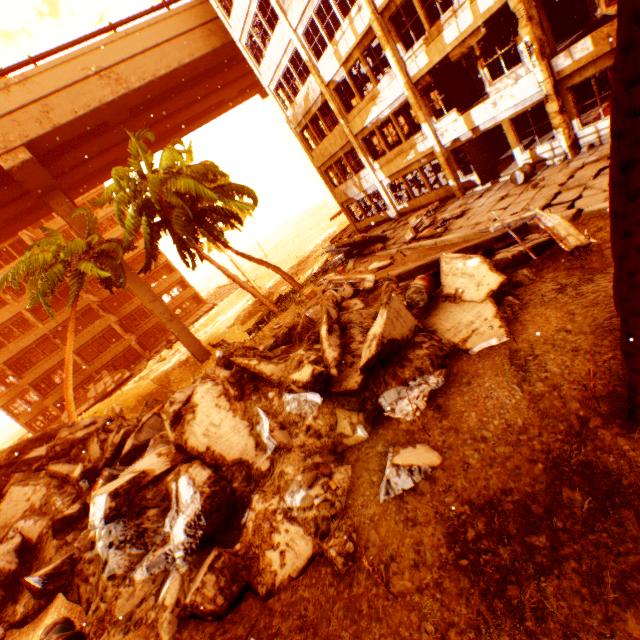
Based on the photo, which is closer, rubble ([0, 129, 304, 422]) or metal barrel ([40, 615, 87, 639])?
metal barrel ([40, 615, 87, 639])

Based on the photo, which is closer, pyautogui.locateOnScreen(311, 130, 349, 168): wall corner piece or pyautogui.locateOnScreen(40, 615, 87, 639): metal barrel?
pyautogui.locateOnScreen(40, 615, 87, 639): metal barrel

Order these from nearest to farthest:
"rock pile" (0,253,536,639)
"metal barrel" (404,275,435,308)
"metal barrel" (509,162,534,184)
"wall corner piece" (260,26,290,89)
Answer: "rock pile" (0,253,536,639)
"metal barrel" (404,275,435,308)
"metal barrel" (509,162,534,184)
"wall corner piece" (260,26,290,89)

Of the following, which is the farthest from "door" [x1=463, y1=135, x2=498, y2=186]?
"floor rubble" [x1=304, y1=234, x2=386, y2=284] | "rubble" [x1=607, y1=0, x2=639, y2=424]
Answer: "floor rubble" [x1=304, y1=234, x2=386, y2=284]

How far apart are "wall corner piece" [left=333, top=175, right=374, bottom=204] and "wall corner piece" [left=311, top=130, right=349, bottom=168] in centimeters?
221cm

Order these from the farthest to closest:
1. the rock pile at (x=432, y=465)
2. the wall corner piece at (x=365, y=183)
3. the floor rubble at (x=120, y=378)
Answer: the floor rubble at (x=120, y=378)
the wall corner piece at (x=365, y=183)
the rock pile at (x=432, y=465)

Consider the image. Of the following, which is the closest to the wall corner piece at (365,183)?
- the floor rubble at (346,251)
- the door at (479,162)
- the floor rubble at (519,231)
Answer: the floor rubble at (346,251)

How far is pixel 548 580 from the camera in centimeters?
328cm
